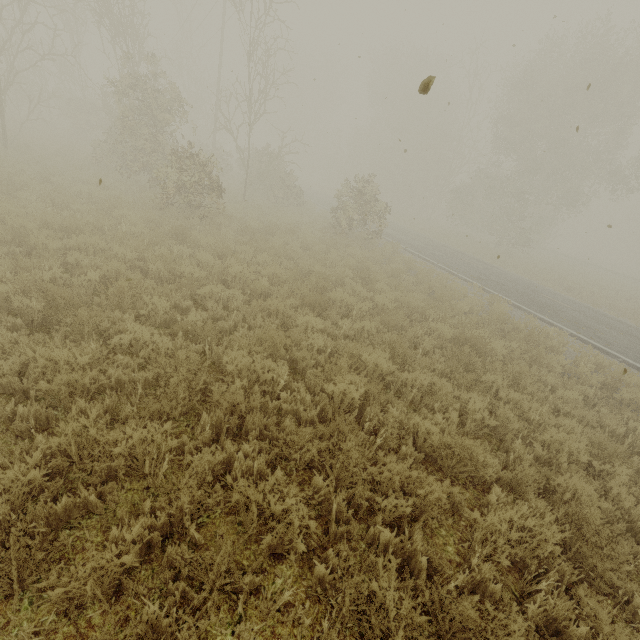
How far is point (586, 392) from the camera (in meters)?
7.46
